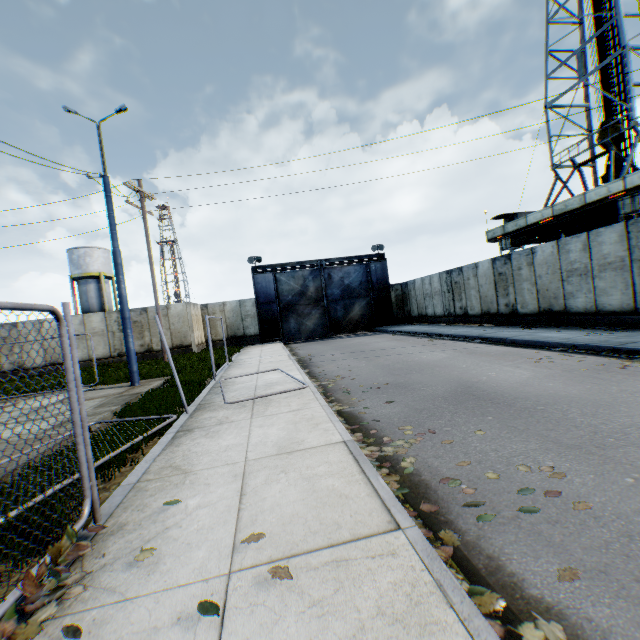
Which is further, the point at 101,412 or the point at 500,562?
the point at 101,412

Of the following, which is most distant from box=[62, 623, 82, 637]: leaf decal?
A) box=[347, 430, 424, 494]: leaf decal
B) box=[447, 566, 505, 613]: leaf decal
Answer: box=[347, 430, 424, 494]: leaf decal

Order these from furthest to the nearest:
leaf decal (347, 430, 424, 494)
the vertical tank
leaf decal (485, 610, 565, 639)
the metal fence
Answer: the vertical tank → leaf decal (347, 430, 424, 494) → the metal fence → leaf decal (485, 610, 565, 639)

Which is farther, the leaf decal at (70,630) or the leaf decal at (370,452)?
the leaf decal at (370,452)

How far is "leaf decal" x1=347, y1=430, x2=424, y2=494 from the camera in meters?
3.5 m

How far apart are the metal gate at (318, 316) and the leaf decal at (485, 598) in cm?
2322

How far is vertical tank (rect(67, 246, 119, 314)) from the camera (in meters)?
35.62

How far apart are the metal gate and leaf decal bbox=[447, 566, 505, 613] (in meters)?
23.22
